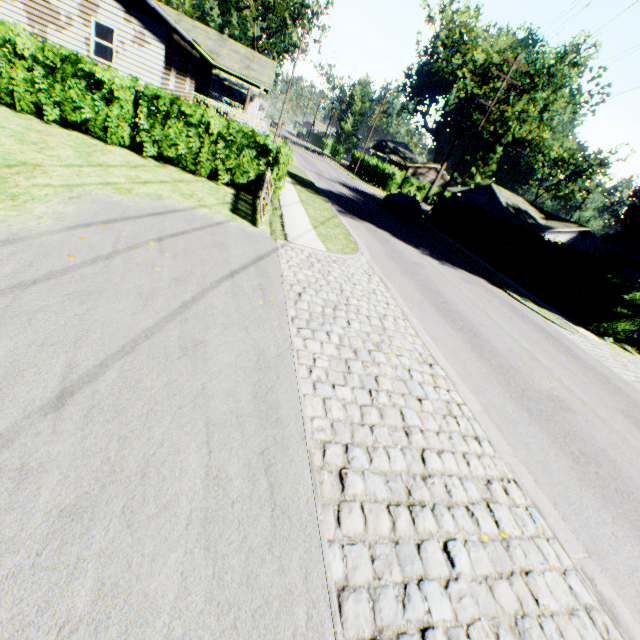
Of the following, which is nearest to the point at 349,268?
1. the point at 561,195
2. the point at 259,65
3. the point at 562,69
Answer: the point at 259,65

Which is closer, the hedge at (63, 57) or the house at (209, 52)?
the hedge at (63, 57)

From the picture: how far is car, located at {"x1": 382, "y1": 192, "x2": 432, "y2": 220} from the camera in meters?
26.0

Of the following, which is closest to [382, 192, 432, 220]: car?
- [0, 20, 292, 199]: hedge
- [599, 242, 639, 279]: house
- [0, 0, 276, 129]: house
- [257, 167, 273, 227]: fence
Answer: [0, 0, 276, 129]: house

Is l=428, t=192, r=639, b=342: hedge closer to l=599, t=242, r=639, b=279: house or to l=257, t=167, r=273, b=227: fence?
l=599, t=242, r=639, b=279: house

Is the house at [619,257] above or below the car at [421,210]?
above

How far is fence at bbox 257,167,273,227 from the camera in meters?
9.5 m
